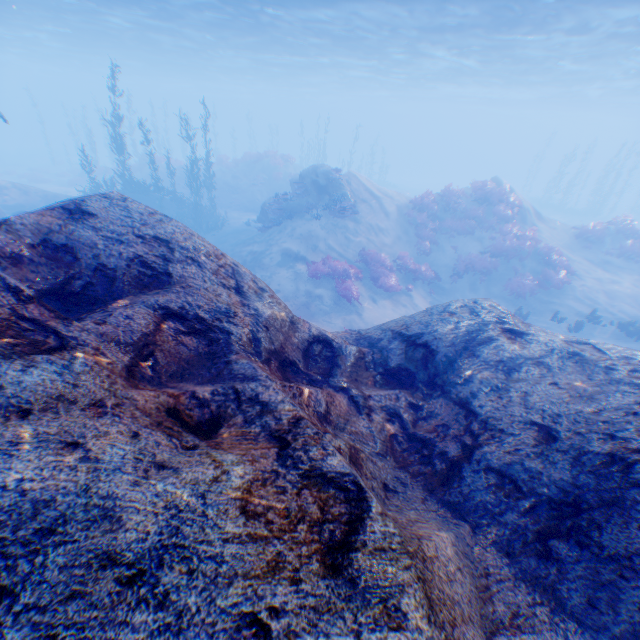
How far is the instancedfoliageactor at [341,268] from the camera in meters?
13.9 m

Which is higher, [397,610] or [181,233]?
[181,233]

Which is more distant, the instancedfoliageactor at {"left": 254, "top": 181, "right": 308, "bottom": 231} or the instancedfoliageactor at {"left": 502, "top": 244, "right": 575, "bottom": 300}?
the instancedfoliageactor at {"left": 254, "top": 181, "right": 308, "bottom": 231}

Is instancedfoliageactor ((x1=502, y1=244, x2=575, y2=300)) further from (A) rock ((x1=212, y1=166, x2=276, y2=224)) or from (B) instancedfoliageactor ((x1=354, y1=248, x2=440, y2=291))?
(A) rock ((x1=212, y1=166, x2=276, y2=224))

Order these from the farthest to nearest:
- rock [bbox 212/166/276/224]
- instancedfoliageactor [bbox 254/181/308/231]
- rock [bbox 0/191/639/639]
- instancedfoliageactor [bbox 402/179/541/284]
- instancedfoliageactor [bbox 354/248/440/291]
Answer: rock [bbox 212/166/276/224] → instancedfoliageactor [bbox 254/181/308/231] → instancedfoliageactor [bbox 402/179/541/284] → instancedfoliageactor [bbox 354/248/440/291] → rock [bbox 0/191/639/639]

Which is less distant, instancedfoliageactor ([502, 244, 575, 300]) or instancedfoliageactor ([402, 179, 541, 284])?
instancedfoliageactor ([502, 244, 575, 300])

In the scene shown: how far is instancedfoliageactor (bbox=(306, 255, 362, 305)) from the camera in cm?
1394

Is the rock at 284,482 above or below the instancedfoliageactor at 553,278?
above
